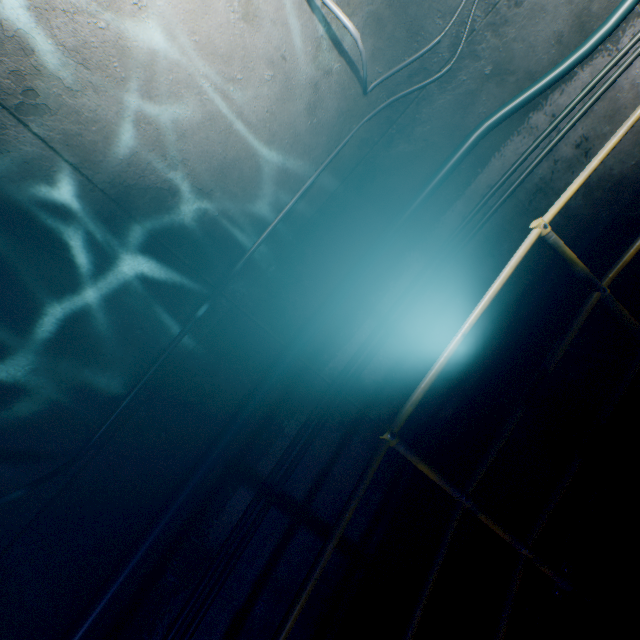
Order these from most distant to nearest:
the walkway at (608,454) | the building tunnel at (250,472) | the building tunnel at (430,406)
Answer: the building tunnel at (430,406) → the building tunnel at (250,472) → the walkway at (608,454)

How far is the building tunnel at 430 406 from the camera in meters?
3.1

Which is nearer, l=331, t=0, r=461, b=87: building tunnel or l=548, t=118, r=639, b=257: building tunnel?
l=331, t=0, r=461, b=87: building tunnel

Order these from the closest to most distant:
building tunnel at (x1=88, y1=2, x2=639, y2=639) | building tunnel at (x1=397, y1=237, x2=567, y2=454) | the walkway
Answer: the walkway → building tunnel at (x1=88, y1=2, x2=639, y2=639) → building tunnel at (x1=397, y1=237, x2=567, y2=454)

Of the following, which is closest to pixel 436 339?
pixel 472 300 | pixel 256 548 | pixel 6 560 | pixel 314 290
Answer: pixel 472 300

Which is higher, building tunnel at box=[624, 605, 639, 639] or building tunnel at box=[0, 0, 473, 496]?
building tunnel at box=[0, 0, 473, 496]
